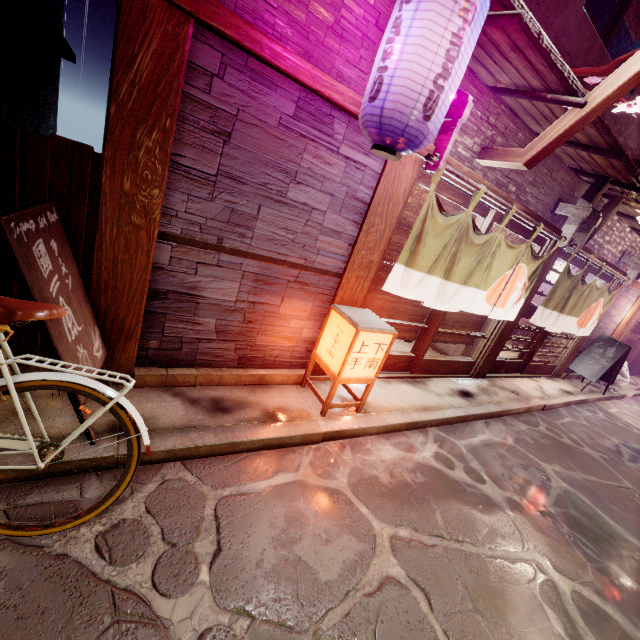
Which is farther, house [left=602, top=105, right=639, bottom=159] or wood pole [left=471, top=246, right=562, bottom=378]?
wood pole [left=471, top=246, right=562, bottom=378]

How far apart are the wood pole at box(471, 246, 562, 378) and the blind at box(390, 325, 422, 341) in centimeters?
330cm

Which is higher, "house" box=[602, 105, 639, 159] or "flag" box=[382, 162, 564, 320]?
"house" box=[602, 105, 639, 159]

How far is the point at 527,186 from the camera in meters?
8.7 m

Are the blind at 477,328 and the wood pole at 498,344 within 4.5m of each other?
yes

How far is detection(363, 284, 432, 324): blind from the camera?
7.9m

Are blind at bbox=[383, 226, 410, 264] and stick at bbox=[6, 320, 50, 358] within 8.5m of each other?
yes

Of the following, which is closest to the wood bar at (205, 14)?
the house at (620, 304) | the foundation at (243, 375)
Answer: the foundation at (243, 375)
